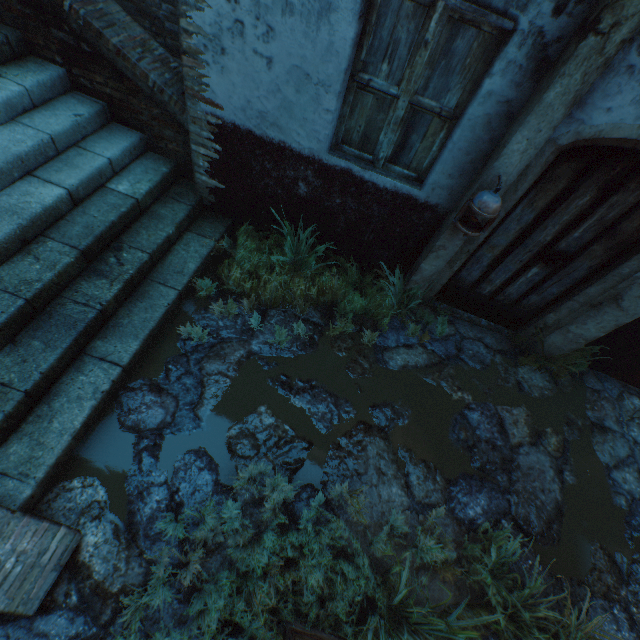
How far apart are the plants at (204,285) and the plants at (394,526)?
1.2m

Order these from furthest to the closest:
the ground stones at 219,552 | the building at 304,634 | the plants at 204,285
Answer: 1. the plants at 204,285
2. the ground stones at 219,552
3. the building at 304,634

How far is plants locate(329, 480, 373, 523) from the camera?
2.7m

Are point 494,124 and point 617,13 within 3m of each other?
yes

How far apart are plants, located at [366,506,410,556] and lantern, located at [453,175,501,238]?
2.5m

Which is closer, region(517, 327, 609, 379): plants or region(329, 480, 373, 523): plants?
region(329, 480, 373, 523): plants

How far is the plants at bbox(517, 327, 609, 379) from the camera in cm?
397
